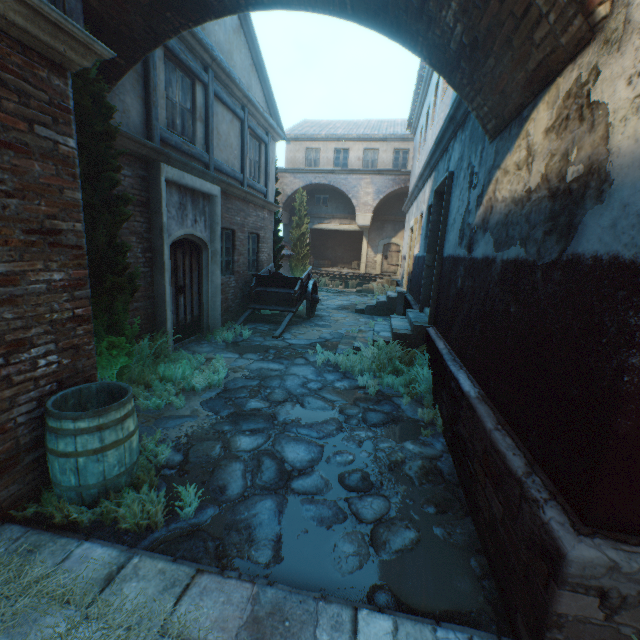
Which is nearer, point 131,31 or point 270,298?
point 131,31

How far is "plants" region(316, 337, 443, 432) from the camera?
5.19m

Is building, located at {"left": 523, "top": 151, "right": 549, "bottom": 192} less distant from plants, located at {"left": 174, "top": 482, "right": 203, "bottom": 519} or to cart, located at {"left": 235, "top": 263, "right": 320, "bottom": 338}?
cart, located at {"left": 235, "top": 263, "right": 320, "bottom": 338}

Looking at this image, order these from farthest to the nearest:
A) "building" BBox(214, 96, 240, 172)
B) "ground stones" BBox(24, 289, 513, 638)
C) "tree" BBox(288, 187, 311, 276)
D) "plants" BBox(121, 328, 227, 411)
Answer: "tree" BBox(288, 187, 311, 276), "building" BBox(214, 96, 240, 172), "plants" BBox(121, 328, 227, 411), "ground stones" BBox(24, 289, 513, 638)

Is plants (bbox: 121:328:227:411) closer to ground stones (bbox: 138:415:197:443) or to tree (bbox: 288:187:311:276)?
ground stones (bbox: 138:415:197:443)

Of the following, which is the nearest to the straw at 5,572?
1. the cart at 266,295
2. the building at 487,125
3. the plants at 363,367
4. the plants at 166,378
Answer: the building at 487,125

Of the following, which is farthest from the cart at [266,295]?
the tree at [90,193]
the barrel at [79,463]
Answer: the barrel at [79,463]

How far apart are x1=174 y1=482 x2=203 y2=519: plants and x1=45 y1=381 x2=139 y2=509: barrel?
0.2 meters
